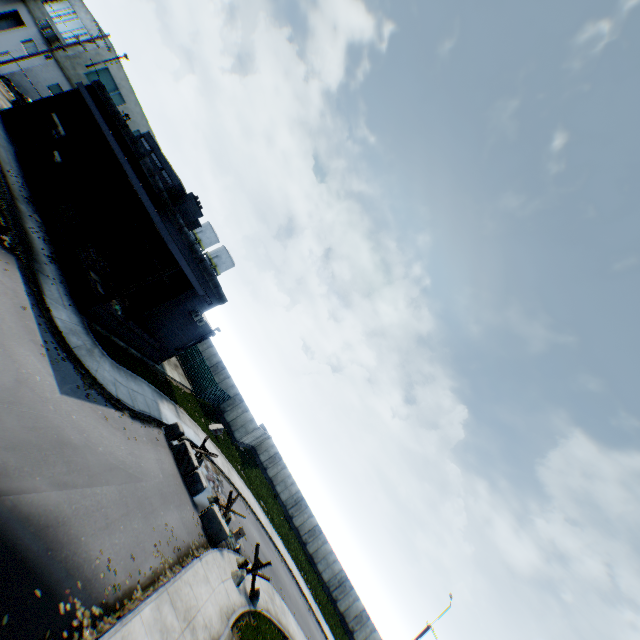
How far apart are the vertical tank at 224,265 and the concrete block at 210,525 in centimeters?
4162cm

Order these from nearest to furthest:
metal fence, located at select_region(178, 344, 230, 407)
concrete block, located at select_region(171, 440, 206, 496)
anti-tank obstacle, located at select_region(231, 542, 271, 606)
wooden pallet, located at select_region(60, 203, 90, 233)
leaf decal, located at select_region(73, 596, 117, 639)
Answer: leaf decal, located at select_region(73, 596, 117, 639)
anti-tank obstacle, located at select_region(231, 542, 271, 606)
concrete block, located at select_region(171, 440, 206, 496)
wooden pallet, located at select_region(60, 203, 90, 233)
metal fence, located at select_region(178, 344, 230, 407)

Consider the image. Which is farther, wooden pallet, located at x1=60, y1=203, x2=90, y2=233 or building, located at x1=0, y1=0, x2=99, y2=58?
building, located at x1=0, y1=0, x2=99, y2=58

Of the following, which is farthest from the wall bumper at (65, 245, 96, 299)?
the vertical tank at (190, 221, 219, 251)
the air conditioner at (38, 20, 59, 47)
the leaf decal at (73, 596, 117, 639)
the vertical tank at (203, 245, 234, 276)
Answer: the vertical tank at (190, 221, 219, 251)

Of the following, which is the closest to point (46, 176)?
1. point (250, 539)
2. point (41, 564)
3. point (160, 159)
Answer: point (160, 159)

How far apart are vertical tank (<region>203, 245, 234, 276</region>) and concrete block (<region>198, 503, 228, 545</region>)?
41.6m

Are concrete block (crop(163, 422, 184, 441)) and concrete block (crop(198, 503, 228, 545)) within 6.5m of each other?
yes

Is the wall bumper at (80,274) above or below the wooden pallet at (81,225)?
below
